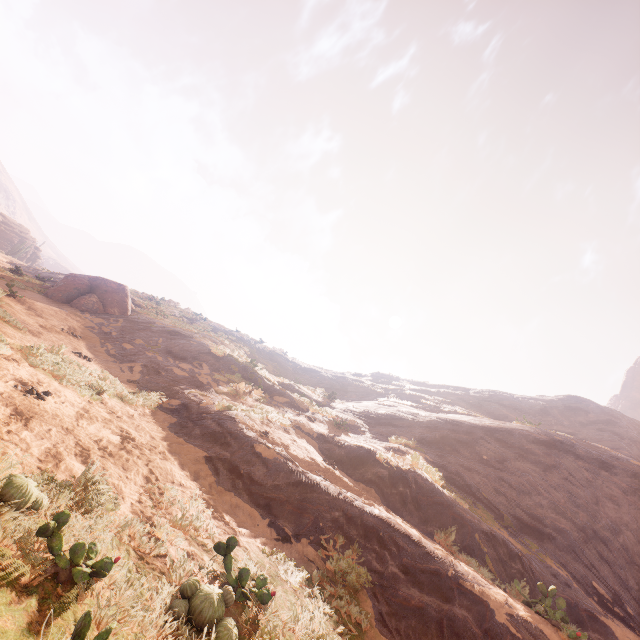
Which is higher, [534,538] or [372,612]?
[534,538]

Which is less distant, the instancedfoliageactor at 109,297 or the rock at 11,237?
the instancedfoliageactor at 109,297

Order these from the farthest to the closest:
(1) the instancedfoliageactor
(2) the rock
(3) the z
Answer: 1. (2) the rock
2. (1) the instancedfoliageactor
3. (3) the z

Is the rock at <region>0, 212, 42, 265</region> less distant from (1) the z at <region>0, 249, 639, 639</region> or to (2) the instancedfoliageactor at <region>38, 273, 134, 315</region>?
(1) the z at <region>0, 249, 639, 639</region>

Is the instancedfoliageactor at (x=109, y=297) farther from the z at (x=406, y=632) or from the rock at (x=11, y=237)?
the rock at (x=11, y=237)

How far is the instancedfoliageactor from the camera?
16.5m

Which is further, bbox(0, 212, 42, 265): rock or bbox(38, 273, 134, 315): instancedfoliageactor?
bbox(0, 212, 42, 265): rock

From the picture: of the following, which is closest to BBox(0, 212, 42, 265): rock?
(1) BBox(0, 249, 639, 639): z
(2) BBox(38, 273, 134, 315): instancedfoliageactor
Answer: (1) BBox(0, 249, 639, 639): z
